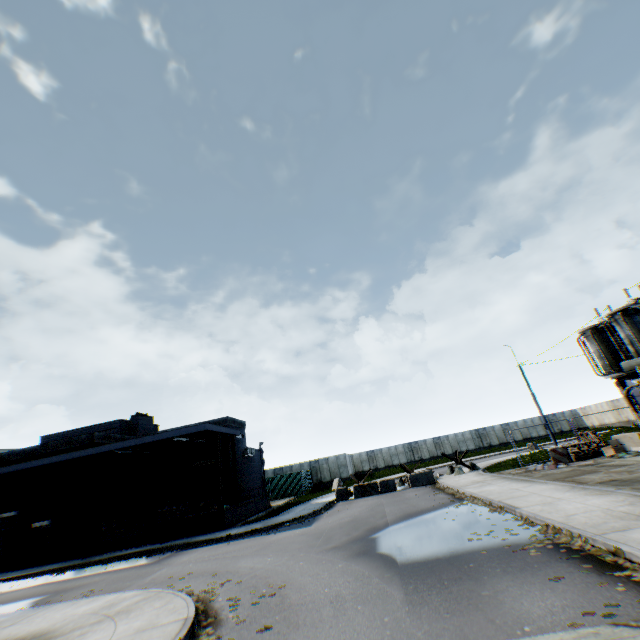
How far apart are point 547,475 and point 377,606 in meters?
13.2

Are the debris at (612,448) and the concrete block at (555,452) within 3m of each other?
yes

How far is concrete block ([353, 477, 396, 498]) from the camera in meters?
22.7 m

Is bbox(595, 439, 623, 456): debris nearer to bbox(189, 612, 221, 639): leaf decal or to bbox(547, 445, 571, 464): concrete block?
bbox(547, 445, 571, 464): concrete block

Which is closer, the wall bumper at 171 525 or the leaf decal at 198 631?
the leaf decal at 198 631

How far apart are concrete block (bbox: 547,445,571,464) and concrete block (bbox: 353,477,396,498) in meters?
9.8

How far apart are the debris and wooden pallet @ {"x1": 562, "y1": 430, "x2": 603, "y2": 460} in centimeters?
60cm

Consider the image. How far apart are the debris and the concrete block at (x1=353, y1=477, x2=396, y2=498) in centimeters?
1207cm
